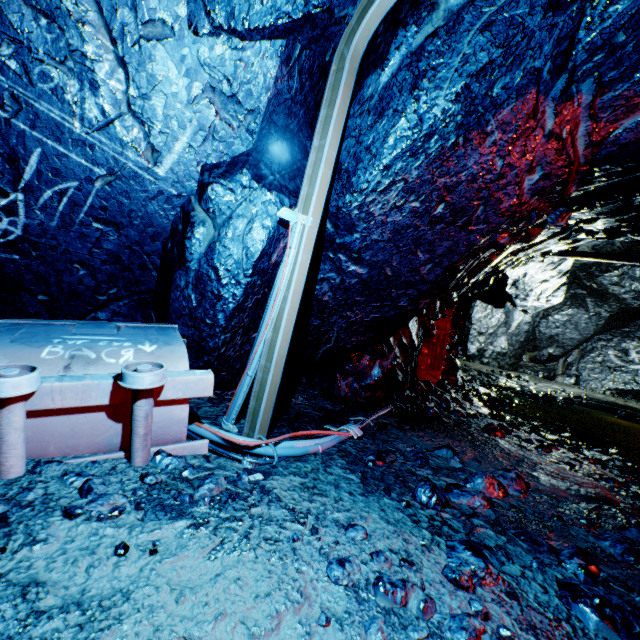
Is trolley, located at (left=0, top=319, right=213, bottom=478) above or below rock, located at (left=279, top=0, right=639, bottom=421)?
below

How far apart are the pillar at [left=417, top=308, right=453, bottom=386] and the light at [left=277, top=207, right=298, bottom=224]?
5.1m

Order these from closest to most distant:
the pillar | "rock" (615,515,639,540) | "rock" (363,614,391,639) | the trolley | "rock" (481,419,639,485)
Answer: "rock" (363,614,391,639) < the trolley < "rock" (615,515,639,540) < "rock" (481,419,639,485) < the pillar

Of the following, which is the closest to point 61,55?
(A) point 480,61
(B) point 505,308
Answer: (A) point 480,61

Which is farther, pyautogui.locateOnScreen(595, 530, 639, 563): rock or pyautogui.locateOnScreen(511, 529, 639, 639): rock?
pyautogui.locateOnScreen(595, 530, 639, 563): rock

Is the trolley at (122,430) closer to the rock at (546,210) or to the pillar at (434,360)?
the rock at (546,210)

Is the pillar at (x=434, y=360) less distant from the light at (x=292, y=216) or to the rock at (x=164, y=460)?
the rock at (x=164, y=460)

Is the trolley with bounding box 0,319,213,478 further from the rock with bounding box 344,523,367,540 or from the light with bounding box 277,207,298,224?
the light with bounding box 277,207,298,224
